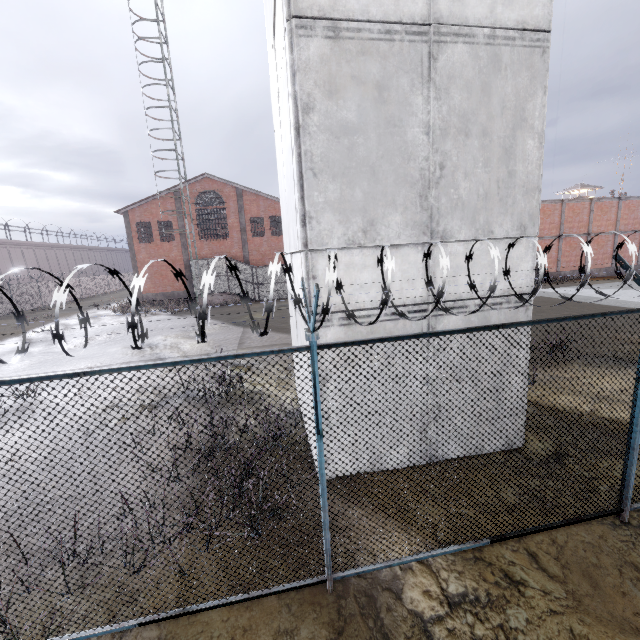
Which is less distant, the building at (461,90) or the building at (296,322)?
the building at (461,90)

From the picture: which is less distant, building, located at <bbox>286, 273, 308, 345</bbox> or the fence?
the fence

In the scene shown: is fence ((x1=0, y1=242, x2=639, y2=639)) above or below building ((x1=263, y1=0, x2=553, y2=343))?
below

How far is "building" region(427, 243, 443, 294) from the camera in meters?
5.2 m

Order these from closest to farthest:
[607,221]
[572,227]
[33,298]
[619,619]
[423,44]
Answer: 1. [619,619]
2. [423,44]
3. [572,227]
4. [607,221]
5. [33,298]

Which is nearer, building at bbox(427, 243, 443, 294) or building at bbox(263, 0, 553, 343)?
building at bbox(263, 0, 553, 343)

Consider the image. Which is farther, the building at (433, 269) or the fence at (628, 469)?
the building at (433, 269)

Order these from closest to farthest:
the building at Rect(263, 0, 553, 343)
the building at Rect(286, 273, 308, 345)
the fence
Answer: the fence, the building at Rect(263, 0, 553, 343), the building at Rect(286, 273, 308, 345)
